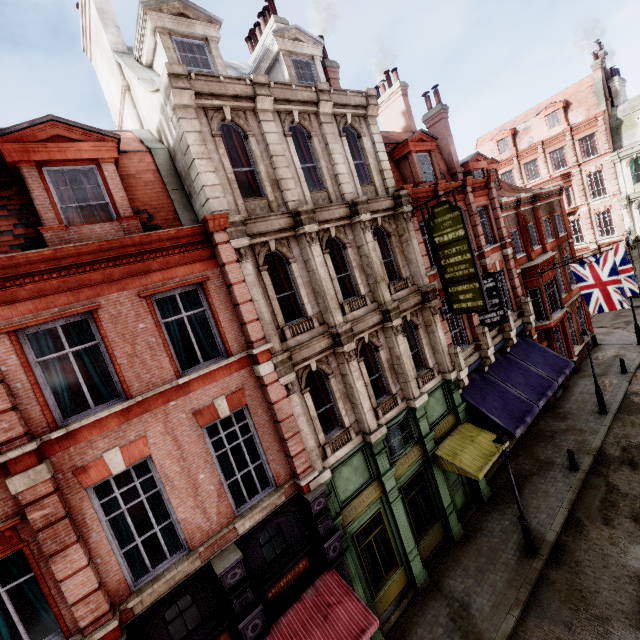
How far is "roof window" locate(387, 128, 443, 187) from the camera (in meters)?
15.43

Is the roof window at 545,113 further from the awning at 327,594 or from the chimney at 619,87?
the awning at 327,594

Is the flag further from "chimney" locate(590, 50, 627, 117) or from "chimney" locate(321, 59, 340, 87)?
"chimney" locate(590, 50, 627, 117)

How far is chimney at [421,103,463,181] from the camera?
18.1 meters

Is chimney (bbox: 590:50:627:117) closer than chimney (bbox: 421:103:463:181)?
No

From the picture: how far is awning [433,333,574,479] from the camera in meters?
12.4 m

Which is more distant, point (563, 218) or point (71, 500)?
point (563, 218)

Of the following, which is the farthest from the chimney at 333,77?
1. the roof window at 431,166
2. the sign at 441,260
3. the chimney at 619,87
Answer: the chimney at 619,87
